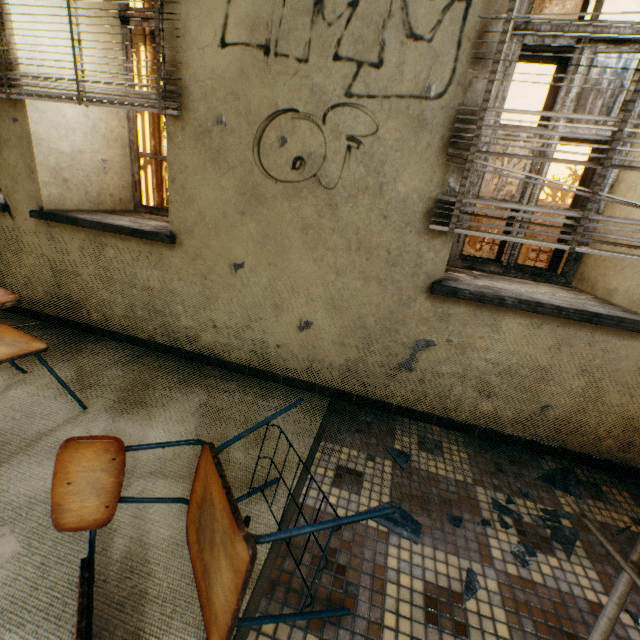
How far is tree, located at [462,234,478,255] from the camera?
7.9 meters

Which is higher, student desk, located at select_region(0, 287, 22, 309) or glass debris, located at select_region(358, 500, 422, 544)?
student desk, located at select_region(0, 287, 22, 309)

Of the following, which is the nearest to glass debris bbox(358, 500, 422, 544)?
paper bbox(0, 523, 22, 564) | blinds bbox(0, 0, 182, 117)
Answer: paper bbox(0, 523, 22, 564)

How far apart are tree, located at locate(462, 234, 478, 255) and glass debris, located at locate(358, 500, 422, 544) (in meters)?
7.67

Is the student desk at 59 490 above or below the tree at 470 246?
below

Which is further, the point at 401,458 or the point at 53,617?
the point at 401,458

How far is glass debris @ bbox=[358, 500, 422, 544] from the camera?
1.28m

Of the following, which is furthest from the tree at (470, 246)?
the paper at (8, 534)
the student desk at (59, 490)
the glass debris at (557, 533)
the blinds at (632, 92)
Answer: the paper at (8, 534)
